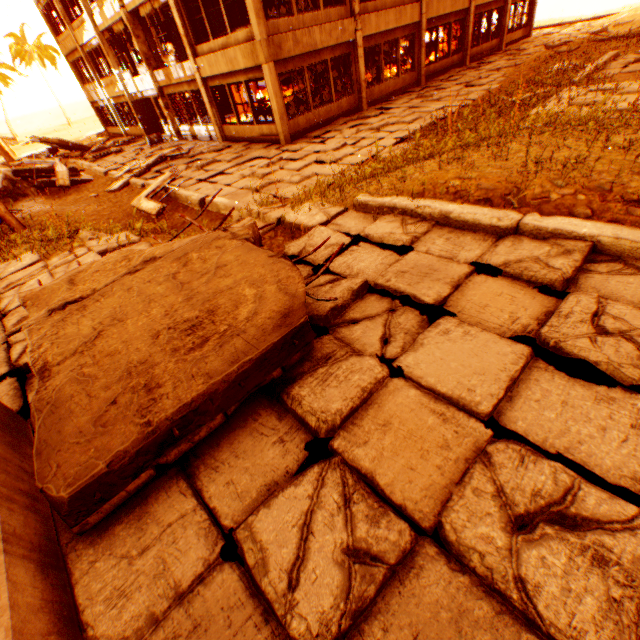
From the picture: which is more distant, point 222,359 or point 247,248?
point 247,248

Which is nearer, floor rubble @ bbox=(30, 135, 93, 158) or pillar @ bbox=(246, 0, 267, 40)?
pillar @ bbox=(246, 0, 267, 40)

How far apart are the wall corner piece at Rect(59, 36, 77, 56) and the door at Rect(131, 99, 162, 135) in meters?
7.4 m

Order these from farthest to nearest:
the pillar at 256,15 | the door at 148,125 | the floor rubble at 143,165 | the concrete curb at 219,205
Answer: the door at 148,125
the floor rubble at 143,165
the pillar at 256,15
the concrete curb at 219,205

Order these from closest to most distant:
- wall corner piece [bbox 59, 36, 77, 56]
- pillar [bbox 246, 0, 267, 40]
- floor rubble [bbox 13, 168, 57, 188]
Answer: pillar [bbox 246, 0, 267, 40], floor rubble [bbox 13, 168, 57, 188], wall corner piece [bbox 59, 36, 77, 56]

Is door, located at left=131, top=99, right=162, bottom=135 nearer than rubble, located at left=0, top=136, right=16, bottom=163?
Yes

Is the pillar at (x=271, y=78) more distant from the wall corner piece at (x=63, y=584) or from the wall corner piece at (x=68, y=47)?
the wall corner piece at (x=63, y=584)

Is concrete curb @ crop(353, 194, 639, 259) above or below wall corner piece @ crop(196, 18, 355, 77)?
below
